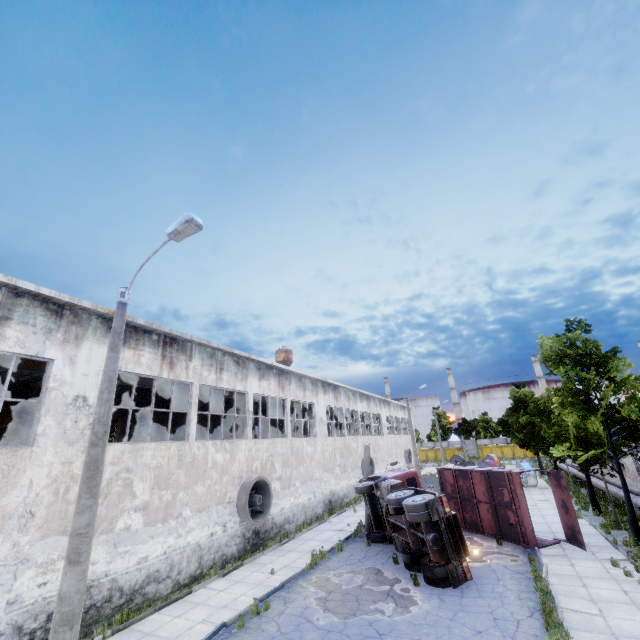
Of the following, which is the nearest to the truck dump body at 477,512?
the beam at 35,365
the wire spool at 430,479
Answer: A: the wire spool at 430,479

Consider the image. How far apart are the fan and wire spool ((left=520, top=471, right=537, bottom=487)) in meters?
24.9 m

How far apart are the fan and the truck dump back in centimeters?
1358cm

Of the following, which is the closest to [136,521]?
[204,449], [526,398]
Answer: [204,449]

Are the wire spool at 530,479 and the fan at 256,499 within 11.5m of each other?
no

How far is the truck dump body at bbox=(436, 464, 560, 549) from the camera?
14.70m

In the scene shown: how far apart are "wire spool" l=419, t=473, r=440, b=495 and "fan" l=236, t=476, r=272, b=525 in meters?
13.9 m

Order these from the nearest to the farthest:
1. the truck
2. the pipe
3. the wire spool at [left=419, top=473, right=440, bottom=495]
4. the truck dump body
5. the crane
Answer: the truck
the truck dump body
the crane
the pipe
the wire spool at [left=419, top=473, right=440, bottom=495]
